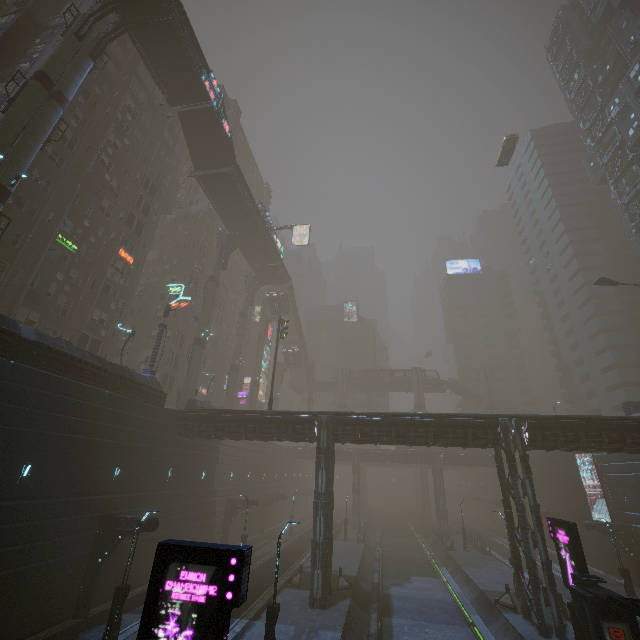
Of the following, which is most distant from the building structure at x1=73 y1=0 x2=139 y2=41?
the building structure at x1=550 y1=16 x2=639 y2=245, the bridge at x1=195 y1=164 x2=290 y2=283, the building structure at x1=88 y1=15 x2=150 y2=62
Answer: the building structure at x1=550 y1=16 x2=639 y2=245

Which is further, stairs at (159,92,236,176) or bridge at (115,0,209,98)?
stairs at (159,92,236,176)

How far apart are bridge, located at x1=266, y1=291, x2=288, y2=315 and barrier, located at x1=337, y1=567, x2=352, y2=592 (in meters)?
40.93

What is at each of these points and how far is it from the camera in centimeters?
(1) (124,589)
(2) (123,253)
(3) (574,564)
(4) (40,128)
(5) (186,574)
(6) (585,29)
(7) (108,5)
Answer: (1) street light, 1518cm
(2) sign, 3478cm
(3) sign, 1664cm
(4) sm, 2108cm
(5) sign, 759cm
(6) building, 5416cm
(7) building structure, 2523cm

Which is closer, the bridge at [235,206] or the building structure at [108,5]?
the building structure at [108,5]

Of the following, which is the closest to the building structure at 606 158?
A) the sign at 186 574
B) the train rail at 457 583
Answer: the train rail at 457 583

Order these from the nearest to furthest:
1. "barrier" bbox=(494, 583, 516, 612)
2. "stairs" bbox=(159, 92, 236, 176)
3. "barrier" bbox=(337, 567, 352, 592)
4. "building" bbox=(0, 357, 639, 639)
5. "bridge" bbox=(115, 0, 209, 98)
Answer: "building" bbox=(0, 357, 639, 639)
"barrier" bbox=(494, 583, 516, 612)
"barrier" bbox=(337, 567, 352, 592)
"bridge" bbox=(115, 0, 209, 98)
"stairs" bbox=(159, 92, 236, 176)

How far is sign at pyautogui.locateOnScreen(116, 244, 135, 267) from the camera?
34.2m
